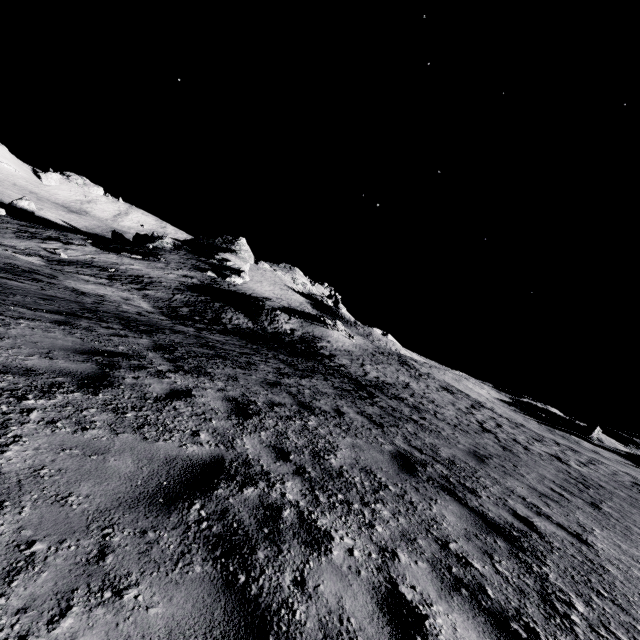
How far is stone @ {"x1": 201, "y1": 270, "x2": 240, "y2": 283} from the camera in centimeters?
5653cm

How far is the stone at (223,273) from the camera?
56.53m

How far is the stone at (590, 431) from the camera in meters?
46.4 m

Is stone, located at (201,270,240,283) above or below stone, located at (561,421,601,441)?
below

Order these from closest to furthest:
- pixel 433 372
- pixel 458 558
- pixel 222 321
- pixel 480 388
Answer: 1. pixel 458 558
2. pixel 222 321
3. pixel 433 372
4. pixel 480 388

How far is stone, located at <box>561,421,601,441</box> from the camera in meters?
46.4 m

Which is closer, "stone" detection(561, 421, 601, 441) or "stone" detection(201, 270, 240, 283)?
"stone" detection(561, 421, 601, 441)
